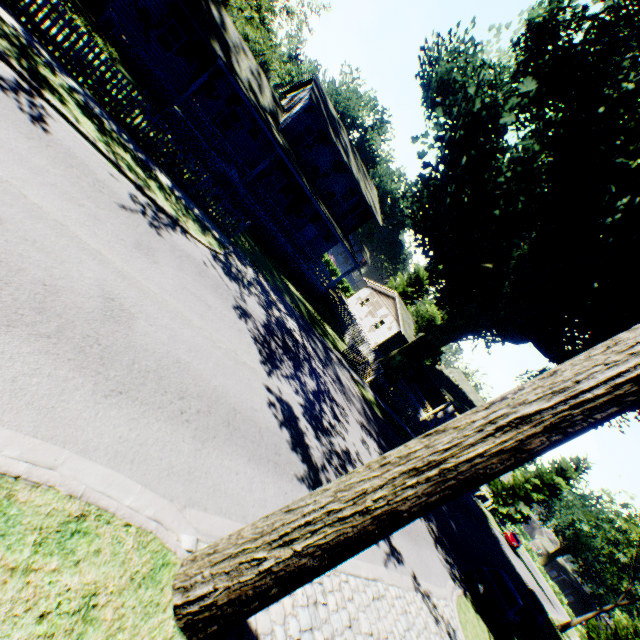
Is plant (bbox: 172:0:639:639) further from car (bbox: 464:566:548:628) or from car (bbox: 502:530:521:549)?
car (bbox: 464:566:548:628)

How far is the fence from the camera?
21.9 meters

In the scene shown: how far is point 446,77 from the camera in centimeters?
1967cm

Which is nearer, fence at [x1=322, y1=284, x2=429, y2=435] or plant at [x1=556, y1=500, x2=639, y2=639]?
fence at [x1=322, y1=284, x2=429, y2=435]

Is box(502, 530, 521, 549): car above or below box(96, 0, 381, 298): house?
below

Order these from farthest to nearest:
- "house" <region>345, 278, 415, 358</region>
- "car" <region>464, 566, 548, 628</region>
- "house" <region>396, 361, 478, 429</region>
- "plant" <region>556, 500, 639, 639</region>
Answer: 1. "house" <region>396, 361, 478, 429</region>
2. "house" <region>345, 278, 415, 358</region>
3. "plant" <region>556, 500, 639, 639</region>
4. "car" <region>464, 566, 548, 628</region>

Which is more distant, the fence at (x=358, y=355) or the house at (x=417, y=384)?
the house at (x=417, y=384)

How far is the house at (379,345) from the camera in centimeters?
3703cm
